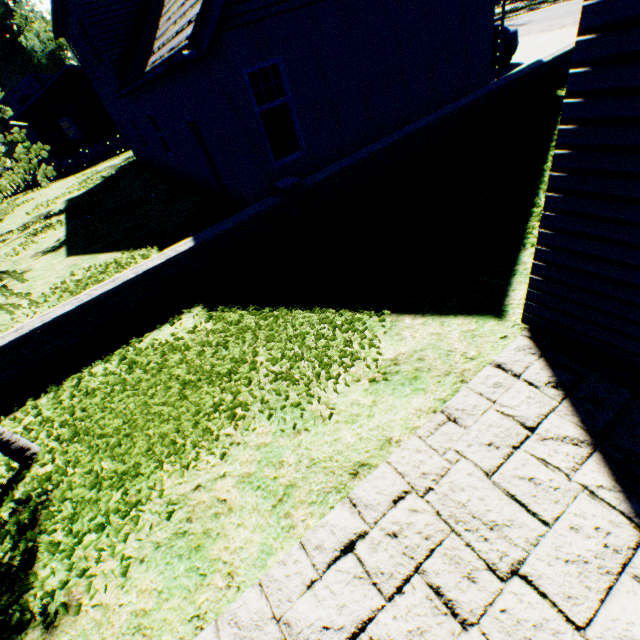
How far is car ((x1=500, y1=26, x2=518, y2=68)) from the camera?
12.8 meters

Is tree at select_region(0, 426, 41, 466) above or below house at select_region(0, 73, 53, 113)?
below

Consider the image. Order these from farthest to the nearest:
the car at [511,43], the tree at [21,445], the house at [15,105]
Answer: the house at [15,105] < the car at [511,43] < the tree at [21,445]

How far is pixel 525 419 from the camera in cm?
283

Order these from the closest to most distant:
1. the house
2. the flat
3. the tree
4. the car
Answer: the tree
the car
the flat
the house

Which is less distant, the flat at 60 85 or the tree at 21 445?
the tree at 21 445

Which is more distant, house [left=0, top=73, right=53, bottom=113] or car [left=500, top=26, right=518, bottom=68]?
house [left=0, top=73, right=53, bottom=113]

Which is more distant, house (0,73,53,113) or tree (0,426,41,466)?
house (0,73,53,113)
